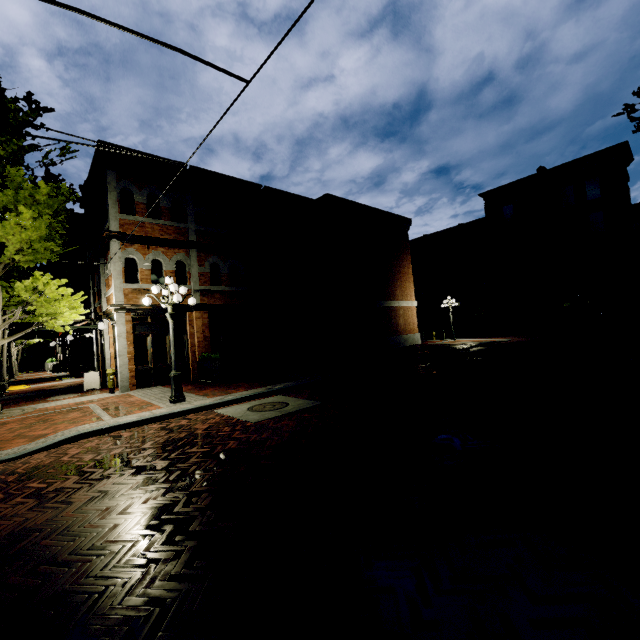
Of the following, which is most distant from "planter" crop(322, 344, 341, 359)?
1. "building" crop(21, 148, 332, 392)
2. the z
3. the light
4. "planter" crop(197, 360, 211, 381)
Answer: the z

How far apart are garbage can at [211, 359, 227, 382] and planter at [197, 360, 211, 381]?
0.0m

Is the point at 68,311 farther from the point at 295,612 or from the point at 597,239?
the point at 597,239

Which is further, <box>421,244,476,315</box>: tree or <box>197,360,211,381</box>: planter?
<box>421,244,476,315</box>: tree

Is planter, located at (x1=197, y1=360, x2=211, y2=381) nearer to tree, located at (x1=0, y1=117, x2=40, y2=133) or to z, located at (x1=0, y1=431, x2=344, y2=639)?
tree, located at (x1=0, y1=117, x2=40, y2=133)

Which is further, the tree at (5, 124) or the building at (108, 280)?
the building at (108, 280)

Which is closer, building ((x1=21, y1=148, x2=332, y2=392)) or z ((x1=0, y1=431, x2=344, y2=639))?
z ((x1=0, y1=431, x2=344, y2=639))

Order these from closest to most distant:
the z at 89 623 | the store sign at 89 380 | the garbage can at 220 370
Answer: the z at 89 623, the garbage can at 220 370, the store sign at 89 380
